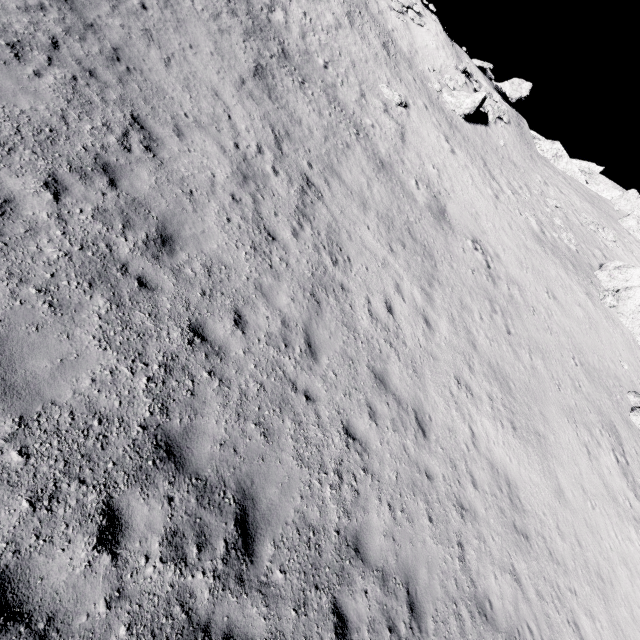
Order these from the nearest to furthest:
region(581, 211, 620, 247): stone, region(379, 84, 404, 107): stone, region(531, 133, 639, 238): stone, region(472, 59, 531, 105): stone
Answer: region(379, 84, 404, 107): stone → region(581, 211, 620, 247): stone → region(531, 133, 639, 238): stone → region(472, 59, 531, 105): stone

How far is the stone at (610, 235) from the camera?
30.1m

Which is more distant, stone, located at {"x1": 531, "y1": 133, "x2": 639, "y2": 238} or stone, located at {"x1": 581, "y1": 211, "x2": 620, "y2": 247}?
stone, located at {"x1": 531, "y1": 133, "x2": 639, "y2": 238}

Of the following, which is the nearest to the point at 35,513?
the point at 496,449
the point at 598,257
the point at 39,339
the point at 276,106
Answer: the point at 39,339

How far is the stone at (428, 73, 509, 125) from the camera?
27.27m

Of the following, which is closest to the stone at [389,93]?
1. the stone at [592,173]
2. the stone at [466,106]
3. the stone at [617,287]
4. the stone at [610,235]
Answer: the stone at [466,106]

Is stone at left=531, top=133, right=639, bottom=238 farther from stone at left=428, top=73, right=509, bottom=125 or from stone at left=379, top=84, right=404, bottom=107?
stone at left=379, top=84, right=404, bottom=107

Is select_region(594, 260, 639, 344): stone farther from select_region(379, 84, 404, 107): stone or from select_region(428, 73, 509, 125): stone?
select_region(379, 84, 404, 107): stone
